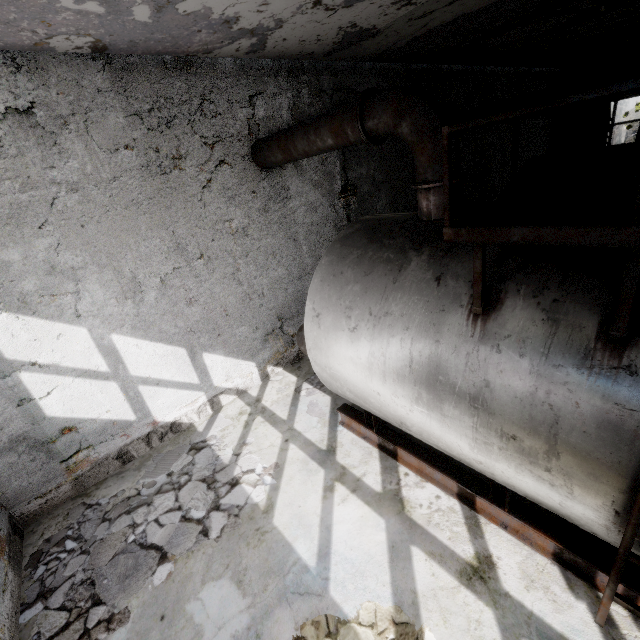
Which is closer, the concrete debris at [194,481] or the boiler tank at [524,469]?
the boiler tank at [524,469]

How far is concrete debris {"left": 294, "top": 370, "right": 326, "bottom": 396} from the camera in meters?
7.5 m

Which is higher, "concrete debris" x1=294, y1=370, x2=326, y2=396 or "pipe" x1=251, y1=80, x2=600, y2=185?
"pipe" x1=251, y1=80, x2=600, y2=185

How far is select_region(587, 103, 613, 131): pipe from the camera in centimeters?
813cm

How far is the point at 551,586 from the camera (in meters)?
3.57

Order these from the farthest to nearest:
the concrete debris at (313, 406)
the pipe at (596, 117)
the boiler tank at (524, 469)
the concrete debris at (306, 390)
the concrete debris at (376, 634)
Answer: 1. the pipe at (596, 117)
2. the concrete debris at (306, 390)
3. the concrete debris at (313, 406)
4. the concrete debris at (376, 634)
5. the boiler tank at (524, 469)

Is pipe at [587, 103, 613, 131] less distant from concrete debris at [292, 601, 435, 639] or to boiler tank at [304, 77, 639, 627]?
boiler tank at [304, 77, 639, 627]
